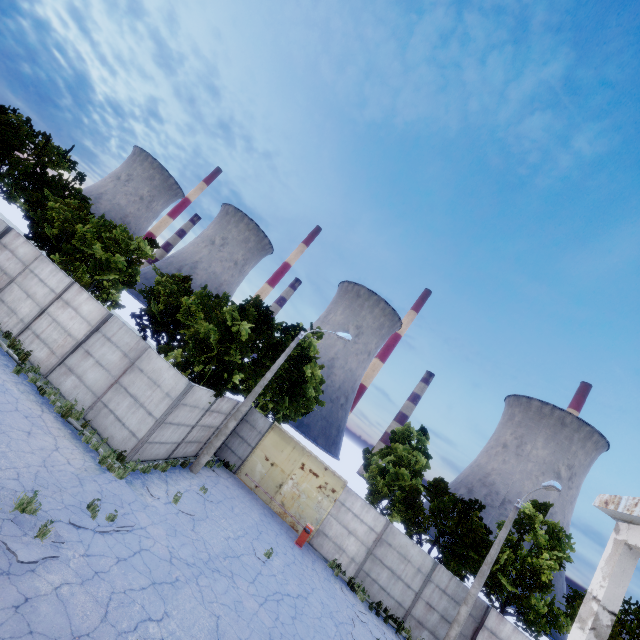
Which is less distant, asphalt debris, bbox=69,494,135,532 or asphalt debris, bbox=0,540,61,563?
asphalt debris, bbox=0,540,61,563

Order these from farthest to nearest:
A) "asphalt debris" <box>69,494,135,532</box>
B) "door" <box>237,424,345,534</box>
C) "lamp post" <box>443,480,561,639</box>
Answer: "door" <box>237,424,345,534</box> < "lamp post" <box>443,480,561,639</box> < "asphalt debris" <box>69,494,135,532</box>

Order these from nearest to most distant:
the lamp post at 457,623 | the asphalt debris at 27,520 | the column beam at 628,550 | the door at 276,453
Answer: the column beam at 628,550 < the asphalt debris at 27,520 < the lamp post at 457,623 < the door at 276,453

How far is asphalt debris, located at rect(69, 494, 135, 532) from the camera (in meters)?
8.30

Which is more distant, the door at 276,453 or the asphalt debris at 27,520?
the door at 276,453

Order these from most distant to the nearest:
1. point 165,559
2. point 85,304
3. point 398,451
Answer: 1. point 398,451
2. point 85,304
3. point 165,559

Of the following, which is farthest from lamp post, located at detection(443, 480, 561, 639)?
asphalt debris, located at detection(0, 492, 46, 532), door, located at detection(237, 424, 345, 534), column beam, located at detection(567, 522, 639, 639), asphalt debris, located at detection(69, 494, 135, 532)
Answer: asphalt debris, located at detection(0, 492, 46, 532)

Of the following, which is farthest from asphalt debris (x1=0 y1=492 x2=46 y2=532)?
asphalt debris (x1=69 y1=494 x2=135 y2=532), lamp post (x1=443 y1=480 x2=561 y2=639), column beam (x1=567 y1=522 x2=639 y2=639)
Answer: lamp post (x1=443 y1=480 x2=561 y2=639)
